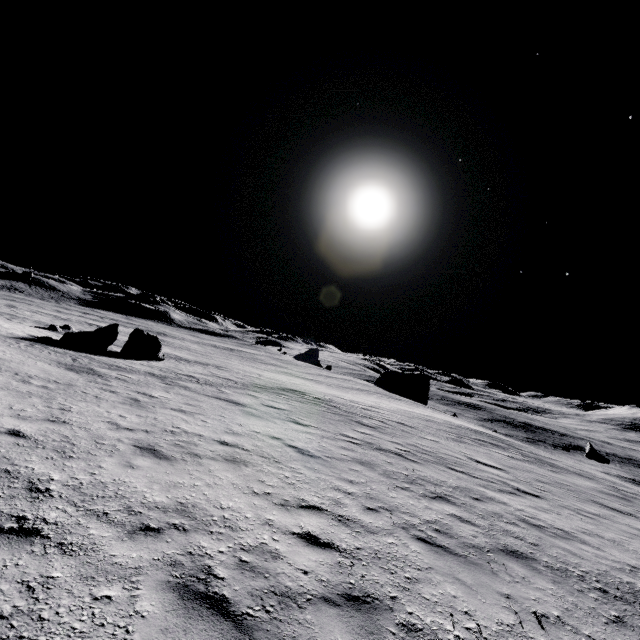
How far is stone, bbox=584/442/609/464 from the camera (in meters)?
41.95

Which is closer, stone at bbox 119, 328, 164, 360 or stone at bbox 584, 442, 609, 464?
stone at bbox 119, 328, 164, 360

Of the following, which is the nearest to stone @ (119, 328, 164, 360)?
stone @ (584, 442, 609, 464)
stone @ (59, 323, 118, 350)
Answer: stone @ (59, 323, 118, 350)

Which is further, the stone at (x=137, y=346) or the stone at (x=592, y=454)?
the stone at (x=592, y=454)

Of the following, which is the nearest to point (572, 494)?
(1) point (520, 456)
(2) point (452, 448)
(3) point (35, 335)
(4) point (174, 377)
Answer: (2) point (452, 448)

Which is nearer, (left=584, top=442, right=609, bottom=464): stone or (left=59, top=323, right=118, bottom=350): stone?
(left=59, top=323, right=118, bottom=350): stone

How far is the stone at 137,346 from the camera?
23.62m

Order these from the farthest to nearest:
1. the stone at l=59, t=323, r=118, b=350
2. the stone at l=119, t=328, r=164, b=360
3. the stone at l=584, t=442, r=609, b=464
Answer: the stone at l=584, t=442, r=609, b=464 → the stone at l=119, t=328, r=164, b=360 → the stone at l=59, t=323, r=118, b=350
